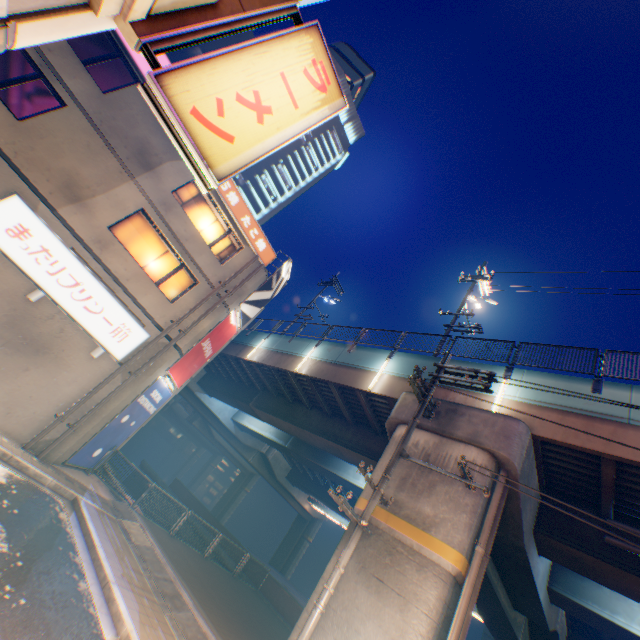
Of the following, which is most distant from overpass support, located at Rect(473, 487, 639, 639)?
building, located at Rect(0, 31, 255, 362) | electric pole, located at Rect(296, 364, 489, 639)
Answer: building, located at Rect(0, 31, 255, 362)

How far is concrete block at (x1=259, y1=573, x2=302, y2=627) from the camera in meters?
16.4 m

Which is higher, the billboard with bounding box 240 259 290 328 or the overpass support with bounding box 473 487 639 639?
the billboard with bounding box 240 259 290 328

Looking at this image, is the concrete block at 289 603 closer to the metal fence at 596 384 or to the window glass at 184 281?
the metal fence at 596 384

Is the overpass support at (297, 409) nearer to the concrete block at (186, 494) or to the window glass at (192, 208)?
the concrete block at (186, 494)

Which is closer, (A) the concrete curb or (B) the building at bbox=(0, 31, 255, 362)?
(A) the concrete curb

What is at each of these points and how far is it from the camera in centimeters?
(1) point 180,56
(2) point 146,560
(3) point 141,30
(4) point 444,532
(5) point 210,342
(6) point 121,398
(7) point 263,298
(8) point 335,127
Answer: A:
(1) building, 3991cm
(2) concrete curb, 975cm
(3) concrete block, 363cm
(4) overpass support, 827cm
(5) billboard, 1631cm
(6) building, 1270cm
(7) billboard, 1892cm
(8) building, 5981cm

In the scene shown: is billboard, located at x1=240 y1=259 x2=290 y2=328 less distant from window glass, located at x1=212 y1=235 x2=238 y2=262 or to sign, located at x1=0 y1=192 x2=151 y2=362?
window glass, located at x1=212 y1=235 x2=238 y2=262
